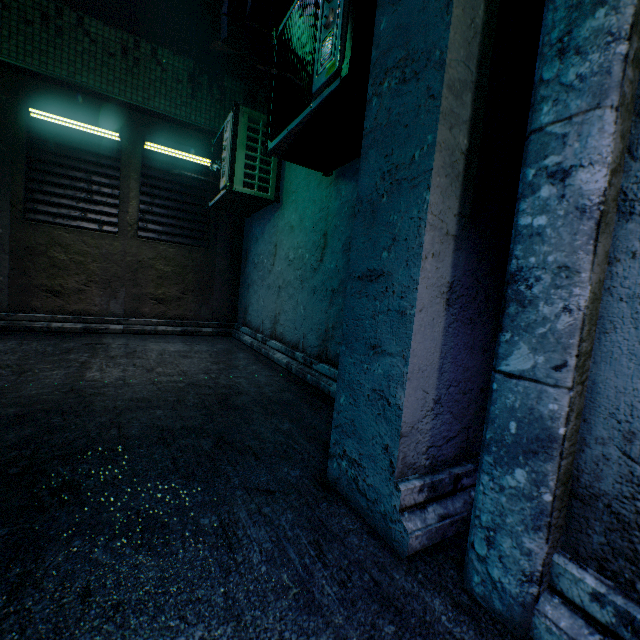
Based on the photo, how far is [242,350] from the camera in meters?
4.2 m

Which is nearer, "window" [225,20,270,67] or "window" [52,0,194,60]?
"window" [52,0,194,60]

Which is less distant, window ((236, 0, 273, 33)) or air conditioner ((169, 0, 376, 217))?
air conditioner ((169, 0, 376, 217))

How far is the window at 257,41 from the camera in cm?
513

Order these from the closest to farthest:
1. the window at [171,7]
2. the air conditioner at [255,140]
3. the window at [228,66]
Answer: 1. the air conditioner at [255,140]
2. the window at [171,7]
3. the window at [228,66]

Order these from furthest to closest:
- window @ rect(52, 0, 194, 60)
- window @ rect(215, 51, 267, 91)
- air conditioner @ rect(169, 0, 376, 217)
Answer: window @ rect(215, 51, 267, 91)
window @ rect(52, 0, 194, 60)
air conditioner @ rect(169, 0, 376, 217)
